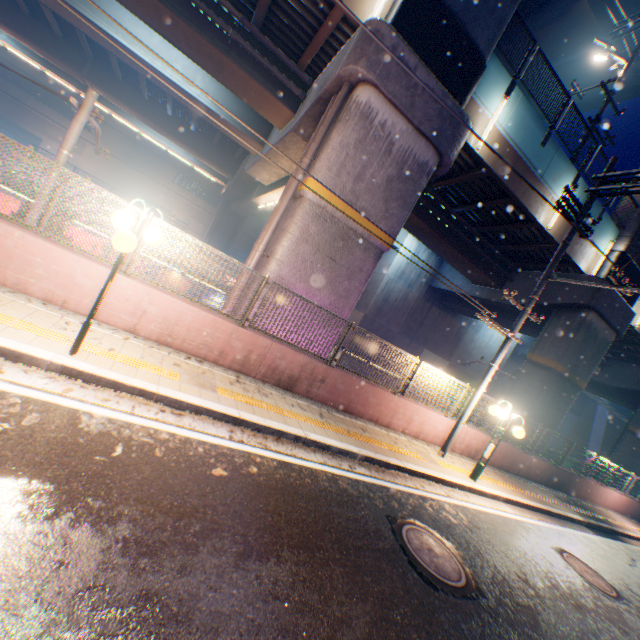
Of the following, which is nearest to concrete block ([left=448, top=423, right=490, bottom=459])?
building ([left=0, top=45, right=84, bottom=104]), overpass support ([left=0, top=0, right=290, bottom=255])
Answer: overpass support ([left=0, top=0, right=290, bottom=255])

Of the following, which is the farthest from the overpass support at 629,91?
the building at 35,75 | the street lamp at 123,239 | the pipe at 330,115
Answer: the building at 35,75

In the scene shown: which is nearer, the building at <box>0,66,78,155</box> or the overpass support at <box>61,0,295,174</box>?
the overpass support at <box>61,0,295,174</box>

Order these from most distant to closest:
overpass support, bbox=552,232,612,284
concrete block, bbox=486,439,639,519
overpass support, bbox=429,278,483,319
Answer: overpass support, bbox=429,278,483,319, overpass support, bbox=552,232,612,284, concrete block, bbox=486,439,639,519

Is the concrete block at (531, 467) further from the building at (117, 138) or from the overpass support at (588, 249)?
the building at (117, 138)

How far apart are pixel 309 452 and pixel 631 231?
17.86m

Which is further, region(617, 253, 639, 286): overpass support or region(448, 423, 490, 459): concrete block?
region(617, 253, 639, 286): overpass support
